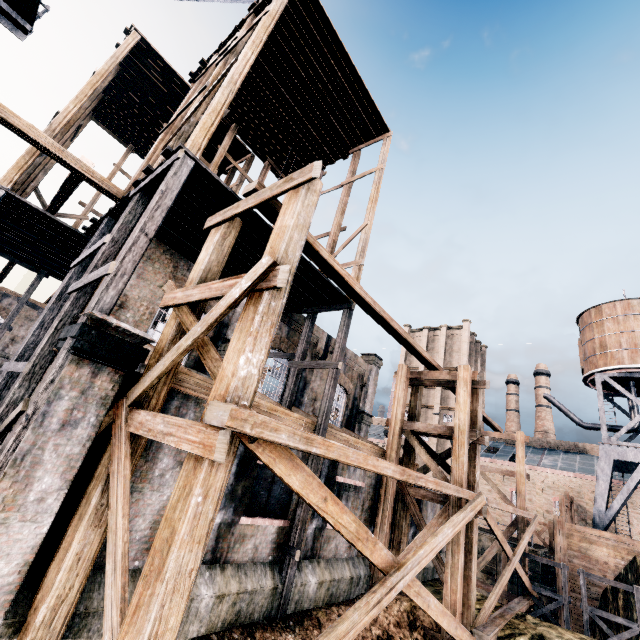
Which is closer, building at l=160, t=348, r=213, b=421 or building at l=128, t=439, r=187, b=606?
building at l=128, t=439, r=187, b=606

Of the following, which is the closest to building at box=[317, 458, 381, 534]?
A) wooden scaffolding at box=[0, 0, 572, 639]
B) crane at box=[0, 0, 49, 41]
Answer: wooden scaffolding at box=[0, 0, 572, 639]

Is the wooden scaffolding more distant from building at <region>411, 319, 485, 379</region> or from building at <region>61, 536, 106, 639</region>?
building at <region>411, 319, 485, 379</region>

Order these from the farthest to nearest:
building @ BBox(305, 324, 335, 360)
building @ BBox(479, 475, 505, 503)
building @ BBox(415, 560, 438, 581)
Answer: building @ BBox(479, 475, 505, 503)
building @ BBox(305, 324, 335, 360)
building @ BBox(415, 560, 438, 581)

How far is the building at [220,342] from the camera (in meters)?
14.88

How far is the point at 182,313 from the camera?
8.0m

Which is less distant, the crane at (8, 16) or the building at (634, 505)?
the crane at (8, 16)
